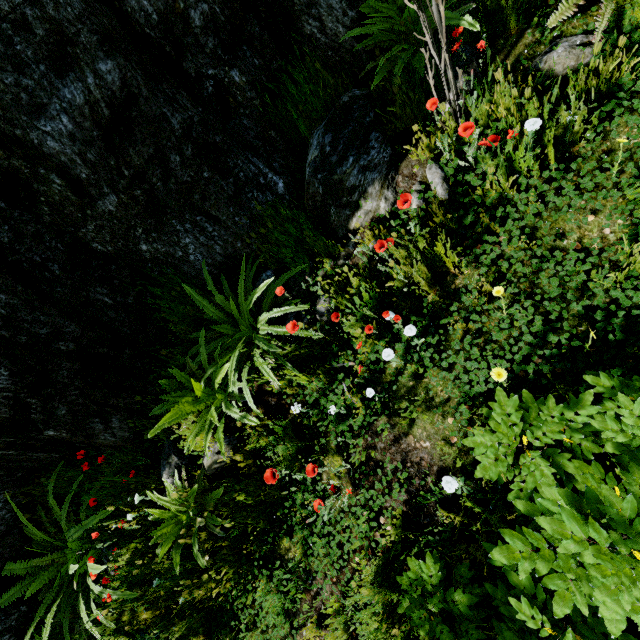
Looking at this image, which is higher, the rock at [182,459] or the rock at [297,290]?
the rock at [297,290]

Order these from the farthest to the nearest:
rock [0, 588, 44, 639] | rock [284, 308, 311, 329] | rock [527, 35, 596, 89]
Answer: rock [0, 588, 44, 639] → rock [284, 308, 311, 329] → rock [527, 35, 596, 89]

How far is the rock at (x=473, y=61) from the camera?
2.5 meters

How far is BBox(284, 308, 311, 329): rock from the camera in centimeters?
297cm

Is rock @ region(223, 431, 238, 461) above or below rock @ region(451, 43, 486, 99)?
below

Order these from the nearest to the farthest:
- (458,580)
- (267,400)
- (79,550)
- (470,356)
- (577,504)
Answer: (577,504)
(458,580)
(470,356)
(267,400)
(79,550)
